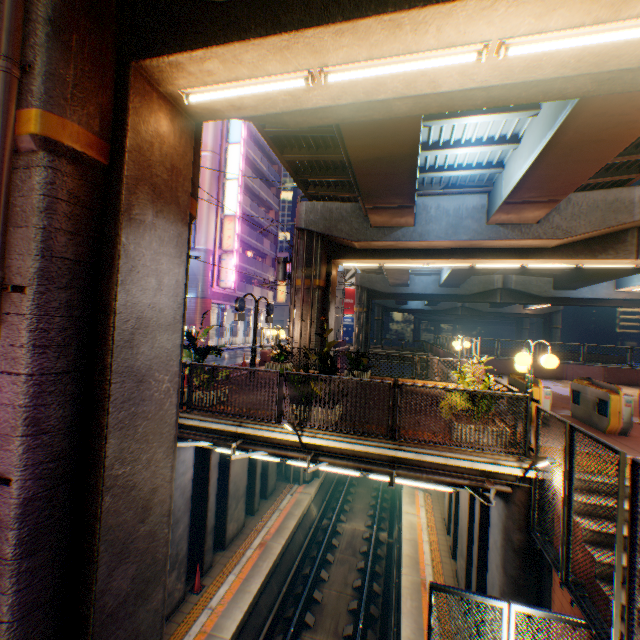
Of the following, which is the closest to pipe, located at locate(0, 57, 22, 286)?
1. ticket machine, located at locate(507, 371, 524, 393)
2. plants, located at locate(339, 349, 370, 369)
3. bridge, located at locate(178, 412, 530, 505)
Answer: bridge, located at locate(178, 412, 530, 505)

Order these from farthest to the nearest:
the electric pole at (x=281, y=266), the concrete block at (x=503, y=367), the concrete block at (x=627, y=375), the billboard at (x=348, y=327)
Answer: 1. the billboard at (x=348, y=327)
2. the electric pole at (x=281, y=266)
3. the concrete block at (x=503, y=367)
4. the concrete block at (x=627, y=375)

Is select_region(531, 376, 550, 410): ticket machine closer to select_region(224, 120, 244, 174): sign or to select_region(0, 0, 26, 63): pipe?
select_region(0, 0, 26, 63): pipe

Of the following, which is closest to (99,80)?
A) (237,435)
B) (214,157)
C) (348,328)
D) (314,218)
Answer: (237,435)

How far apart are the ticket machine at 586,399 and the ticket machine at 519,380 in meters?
1.2 m

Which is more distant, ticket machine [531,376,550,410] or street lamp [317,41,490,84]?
ticket machine [531,376,550,410]

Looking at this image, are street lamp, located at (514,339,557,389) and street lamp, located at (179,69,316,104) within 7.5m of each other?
yes

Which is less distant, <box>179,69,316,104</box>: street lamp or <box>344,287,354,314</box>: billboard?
<box>179,69,316,104</box>: street lamp
